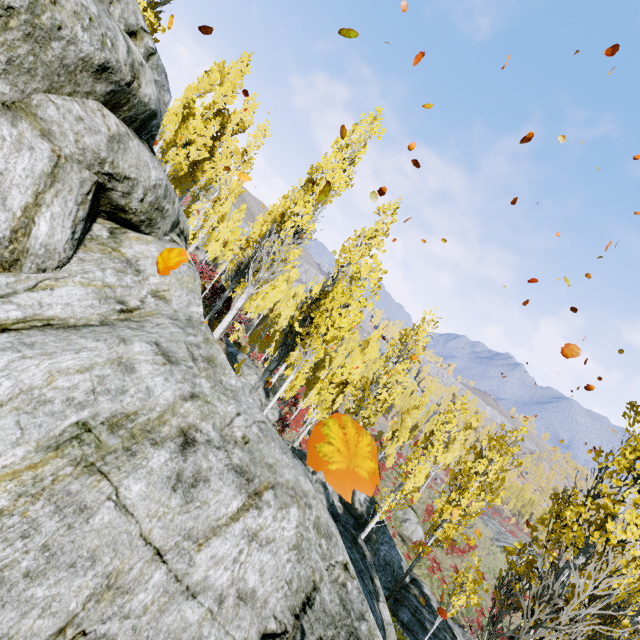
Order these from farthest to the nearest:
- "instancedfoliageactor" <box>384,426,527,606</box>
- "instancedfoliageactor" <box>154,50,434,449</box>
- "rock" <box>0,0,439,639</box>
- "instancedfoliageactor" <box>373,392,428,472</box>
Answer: "instancedfoliageactor" <box>373,392,428,472</box> < "instancedfoliageactor" <box>384,426,527,606</box> < "instancedfoliageactor" <box>154,50,434,449</box> < "rock" <box>0,0,439,639</box>

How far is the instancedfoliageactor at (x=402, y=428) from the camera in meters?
31.6 m

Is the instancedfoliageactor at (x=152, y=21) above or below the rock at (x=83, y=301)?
above

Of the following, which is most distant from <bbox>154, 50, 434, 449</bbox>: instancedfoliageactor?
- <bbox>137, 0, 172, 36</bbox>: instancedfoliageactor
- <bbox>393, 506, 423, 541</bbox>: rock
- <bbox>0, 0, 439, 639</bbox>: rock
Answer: <bbox>393, 506, 423, 541</bbox>: rock

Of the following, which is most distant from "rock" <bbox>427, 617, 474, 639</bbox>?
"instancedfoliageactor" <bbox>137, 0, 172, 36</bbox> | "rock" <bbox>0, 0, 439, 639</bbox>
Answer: "instancedfoliageactor" <bbox>137, 0, 172, 36</bbox>

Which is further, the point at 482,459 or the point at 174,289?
the point at 482,459

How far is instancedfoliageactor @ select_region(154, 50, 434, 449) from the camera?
8.01m

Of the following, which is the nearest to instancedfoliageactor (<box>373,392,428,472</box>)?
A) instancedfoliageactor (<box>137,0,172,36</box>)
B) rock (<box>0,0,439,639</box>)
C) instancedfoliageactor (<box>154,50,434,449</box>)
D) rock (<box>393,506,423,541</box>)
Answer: rock (<box>0,0,439,639</box>)
